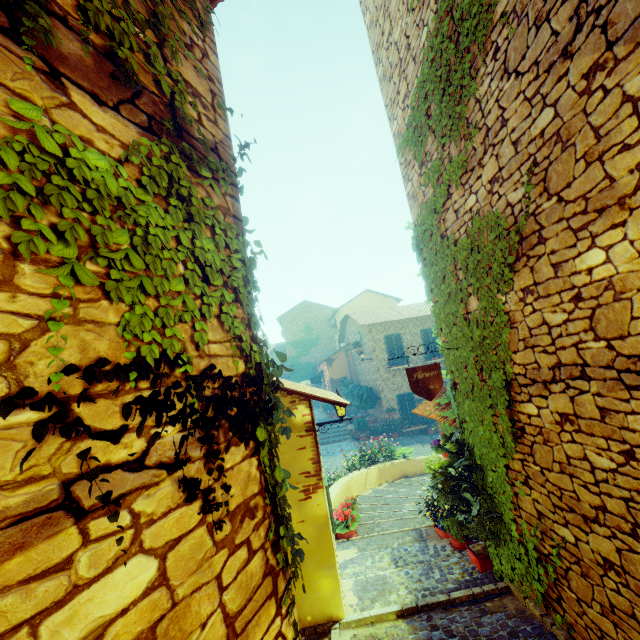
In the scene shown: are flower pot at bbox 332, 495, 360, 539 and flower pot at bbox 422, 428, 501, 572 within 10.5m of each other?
yes

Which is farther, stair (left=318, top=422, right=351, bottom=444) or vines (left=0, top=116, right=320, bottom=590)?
stair (left=318, top=422, right=351, bottom=444)

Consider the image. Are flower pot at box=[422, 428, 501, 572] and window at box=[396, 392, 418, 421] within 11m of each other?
no

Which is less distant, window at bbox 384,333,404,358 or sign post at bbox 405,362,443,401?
sign post at bbox 405,362,443,401

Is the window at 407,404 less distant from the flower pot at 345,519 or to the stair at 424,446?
the stair at 424,446

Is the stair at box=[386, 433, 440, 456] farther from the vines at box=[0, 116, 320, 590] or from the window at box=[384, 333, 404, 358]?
the window at box=[384, 333, 404, 358]

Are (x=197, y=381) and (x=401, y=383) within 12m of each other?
no

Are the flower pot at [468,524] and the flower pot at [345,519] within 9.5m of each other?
yes
